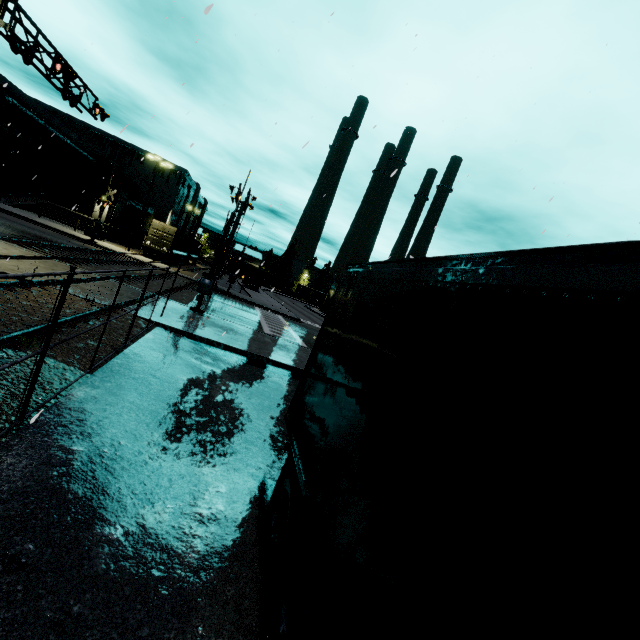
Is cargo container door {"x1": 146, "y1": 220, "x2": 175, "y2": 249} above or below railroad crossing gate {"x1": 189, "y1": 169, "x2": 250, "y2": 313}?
above

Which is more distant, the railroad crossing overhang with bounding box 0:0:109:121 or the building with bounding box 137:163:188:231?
the building with bounding box 137:163:188:231

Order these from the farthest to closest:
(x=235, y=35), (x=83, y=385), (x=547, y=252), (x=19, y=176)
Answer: (x=19, y=176) < (x=235, y=35) < (x=83, y=385) < (x=547, y=252)

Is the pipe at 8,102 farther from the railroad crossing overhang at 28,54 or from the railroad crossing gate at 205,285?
the railroad crossing gate at 205,285

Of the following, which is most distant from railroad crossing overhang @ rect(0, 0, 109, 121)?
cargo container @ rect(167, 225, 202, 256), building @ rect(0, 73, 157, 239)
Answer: building @ rect(0, 73, 157, 239)

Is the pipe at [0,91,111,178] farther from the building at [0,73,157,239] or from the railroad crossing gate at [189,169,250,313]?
the railroad crossing gate at [189,169,250,313]

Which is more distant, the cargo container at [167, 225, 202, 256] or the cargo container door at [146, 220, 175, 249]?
the cargo container at [167, 225, 202, 256]

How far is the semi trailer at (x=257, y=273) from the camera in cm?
5181
